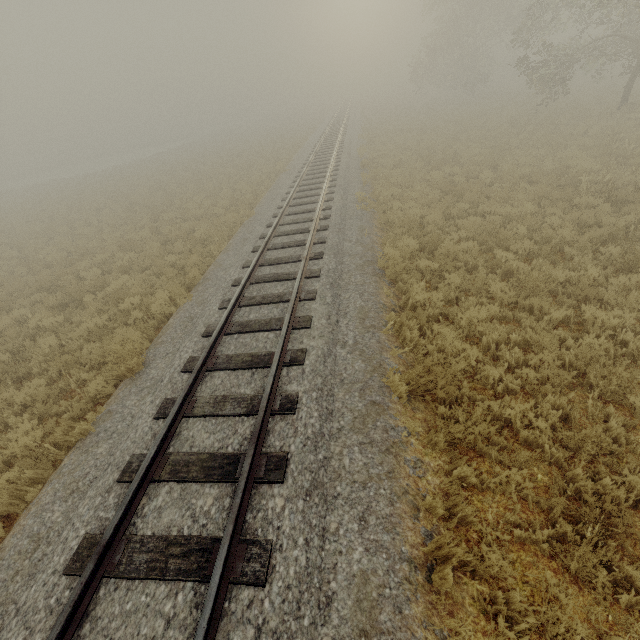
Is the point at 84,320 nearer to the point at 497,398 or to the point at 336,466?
the point at 336,466
